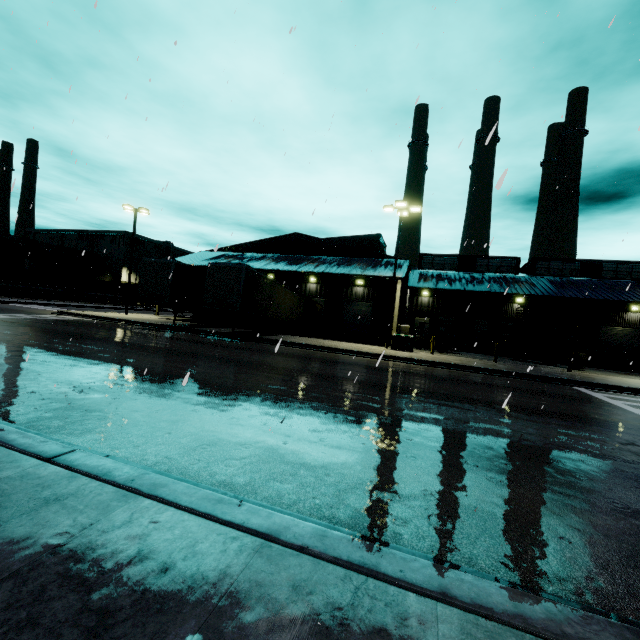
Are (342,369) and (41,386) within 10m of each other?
yes

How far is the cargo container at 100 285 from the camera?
53.69m

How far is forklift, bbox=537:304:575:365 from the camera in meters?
22.8

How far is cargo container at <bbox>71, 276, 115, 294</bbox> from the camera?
53.7 meters

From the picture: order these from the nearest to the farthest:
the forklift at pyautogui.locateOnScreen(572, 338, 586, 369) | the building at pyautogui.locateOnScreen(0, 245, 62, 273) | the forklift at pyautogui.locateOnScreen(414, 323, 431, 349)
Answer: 1. the forklift at pyautogui.locateOnScreen(572, 338, 586, 369)
2. the forklift at pyautogui.locateOnScreen(414, 323, 431, 349)
3. the building at pyautogui.locateOnScreen(0, 245, 62, 273)

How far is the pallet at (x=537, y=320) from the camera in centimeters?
2433cm

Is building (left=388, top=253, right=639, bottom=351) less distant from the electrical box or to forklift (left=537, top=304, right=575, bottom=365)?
forklift (left=537, top=304, right=575, bottom=365)

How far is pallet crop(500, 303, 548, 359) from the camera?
24.3m
